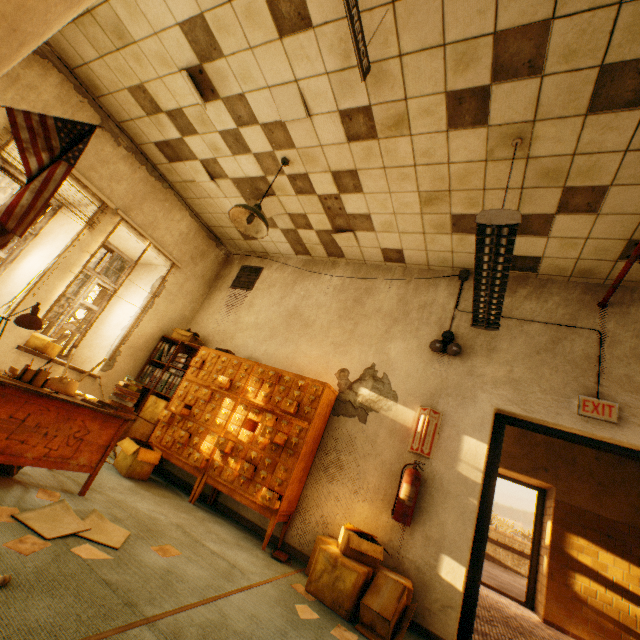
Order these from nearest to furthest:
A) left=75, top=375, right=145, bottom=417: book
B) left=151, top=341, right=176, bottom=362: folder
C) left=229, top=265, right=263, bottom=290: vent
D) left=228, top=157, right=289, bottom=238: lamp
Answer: left=75, top=375, right=145, bottom=417: book, left=228, top=157, right=289, bottom=238: lamp, left=151, top=341, right=176, bottom=362: folder, left=229, top=265, right=263, bottom=290: vent

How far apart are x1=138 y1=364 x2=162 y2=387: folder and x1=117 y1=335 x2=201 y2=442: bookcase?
0.0m

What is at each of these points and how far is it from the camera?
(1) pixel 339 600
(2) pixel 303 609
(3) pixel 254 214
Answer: (1) cardboard box, 2.6m
(2) paper, 2.4m
(3) lamp, 3.4m

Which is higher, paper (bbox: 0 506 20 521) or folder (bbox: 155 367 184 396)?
folder (bbox: 155 367 184 396)

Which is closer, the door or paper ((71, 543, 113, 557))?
paper ((71, 543, 113, 557))

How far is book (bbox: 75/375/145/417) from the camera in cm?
289

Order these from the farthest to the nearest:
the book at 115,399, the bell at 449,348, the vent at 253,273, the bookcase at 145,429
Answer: the vent at 253,273, the bookcase at 145,429, the bell at 449,348, the book at 115,399

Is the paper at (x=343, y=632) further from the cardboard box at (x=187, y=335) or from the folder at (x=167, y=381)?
the cardboard box at (x=187, y=335)
